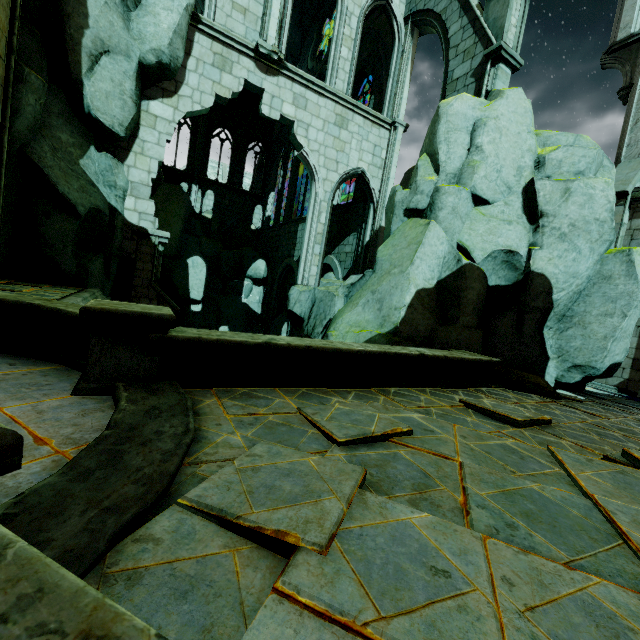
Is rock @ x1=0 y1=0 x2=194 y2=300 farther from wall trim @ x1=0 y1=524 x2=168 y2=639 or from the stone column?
wall trim @ x1=0 y1=524 x2=168 y2=639

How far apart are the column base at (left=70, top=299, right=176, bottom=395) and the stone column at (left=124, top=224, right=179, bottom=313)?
5.96m

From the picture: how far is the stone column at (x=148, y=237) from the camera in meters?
9.8 m

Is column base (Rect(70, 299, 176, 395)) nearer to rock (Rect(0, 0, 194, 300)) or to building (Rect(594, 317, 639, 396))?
rock (Rect(0, 0, 194, 300))

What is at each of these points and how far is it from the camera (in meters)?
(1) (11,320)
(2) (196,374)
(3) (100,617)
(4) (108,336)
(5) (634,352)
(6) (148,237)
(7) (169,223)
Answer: (1) wall trim, 4.66
(2) wall trim, 4.36
(3) wall trim, 0.71
(4) column base, 3.72
(5) building, 9.70
(6) stone column, 9.82
(7) rock, 21.73

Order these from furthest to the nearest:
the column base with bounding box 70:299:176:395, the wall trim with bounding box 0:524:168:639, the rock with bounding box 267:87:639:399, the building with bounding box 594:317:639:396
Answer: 1. the building with bounding box 594:317:639:396
2. the rock with bounding box 267:87:639:399
3. the column base with bounding box 70:299:176:395
4. the wall trim with bounding box 0:524:168:639

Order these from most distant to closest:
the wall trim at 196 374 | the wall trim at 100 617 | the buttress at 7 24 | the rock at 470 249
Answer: the rock at 470 249, the buttress at 7 24, the wall trim at 196 374, the wall trim at 100 617

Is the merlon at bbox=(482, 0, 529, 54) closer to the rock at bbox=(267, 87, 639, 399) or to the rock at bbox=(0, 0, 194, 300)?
the rock at bbox=(267, 87, 639, 399)
